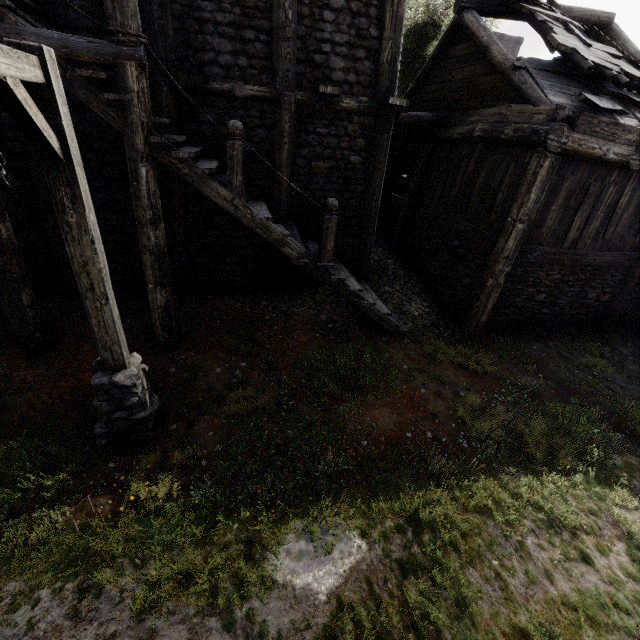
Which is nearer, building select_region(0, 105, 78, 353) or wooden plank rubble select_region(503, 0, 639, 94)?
building select_region(0, 105, 78, 353)

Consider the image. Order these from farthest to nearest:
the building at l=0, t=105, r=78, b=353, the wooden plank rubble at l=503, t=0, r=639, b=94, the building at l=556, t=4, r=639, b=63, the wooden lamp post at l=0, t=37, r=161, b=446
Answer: the building at l=556, t=4, r=639, b=63 < the wooden plank rubble at l=503, t=0, r=639, b=94 < the building at l=0, t=105, r=78, b=353 < the wooden lamp post at l=0, t=37, r=161, b=446

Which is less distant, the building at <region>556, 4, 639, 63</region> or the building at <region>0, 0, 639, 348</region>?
the building at <region>0, 0, 639, 348</region>

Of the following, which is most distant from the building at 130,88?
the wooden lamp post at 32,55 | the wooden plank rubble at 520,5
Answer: the wooden lamp post at 32,55

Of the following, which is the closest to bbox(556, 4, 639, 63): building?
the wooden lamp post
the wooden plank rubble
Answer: the wooden plank rubble

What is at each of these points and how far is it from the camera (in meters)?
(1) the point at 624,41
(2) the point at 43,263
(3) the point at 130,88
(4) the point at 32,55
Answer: (1) building, 9.52
(2) building, 7.60
(3) building, 4.80
(4) wooden lamp post, 2.68

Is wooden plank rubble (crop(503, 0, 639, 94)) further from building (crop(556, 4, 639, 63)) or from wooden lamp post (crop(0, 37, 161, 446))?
wooden lamp post (crop(0, 37, 161, 446))

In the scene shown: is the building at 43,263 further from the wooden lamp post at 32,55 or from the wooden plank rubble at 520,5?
the wooden lamp post at 32,55
